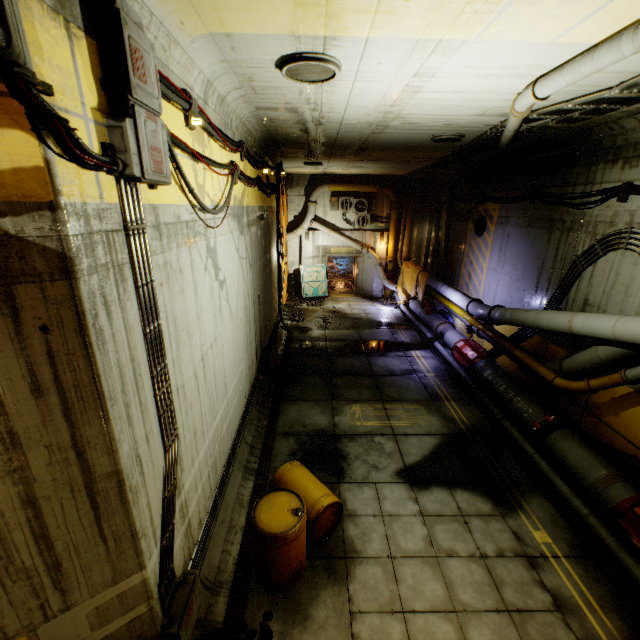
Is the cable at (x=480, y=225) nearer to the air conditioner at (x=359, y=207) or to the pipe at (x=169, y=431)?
the air conditioner at (x=359, y=207)

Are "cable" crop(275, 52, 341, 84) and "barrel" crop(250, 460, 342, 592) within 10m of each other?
yes

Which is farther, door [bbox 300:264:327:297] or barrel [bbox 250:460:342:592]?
door [bbox 300:264:327:297]

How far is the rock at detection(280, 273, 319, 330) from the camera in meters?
15.1 m

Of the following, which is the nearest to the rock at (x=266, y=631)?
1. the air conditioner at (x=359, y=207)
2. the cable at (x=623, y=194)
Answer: the cable at (x=623, y=194)

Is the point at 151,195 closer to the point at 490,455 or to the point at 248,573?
the point at 248,573

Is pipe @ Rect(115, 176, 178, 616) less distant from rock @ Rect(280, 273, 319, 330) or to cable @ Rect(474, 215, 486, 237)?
cable @ Rect(474, 215, 486, 237)

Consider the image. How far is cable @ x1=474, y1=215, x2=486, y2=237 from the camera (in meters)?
12.29
